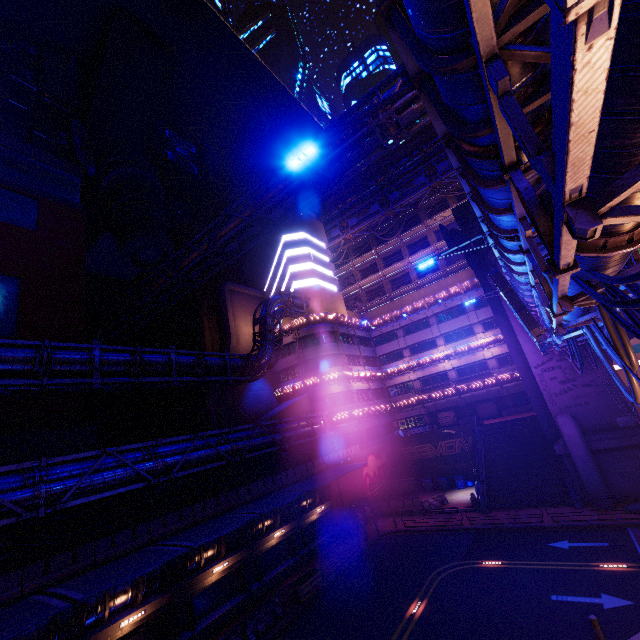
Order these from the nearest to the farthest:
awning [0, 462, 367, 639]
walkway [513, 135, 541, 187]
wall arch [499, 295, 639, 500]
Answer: walkway [513, 135, 541, 187], awning [0, 462, 367, 639], wall arch [499, 295, 639, 500]

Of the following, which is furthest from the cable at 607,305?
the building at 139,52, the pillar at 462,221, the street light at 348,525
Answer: the street light at 348,525

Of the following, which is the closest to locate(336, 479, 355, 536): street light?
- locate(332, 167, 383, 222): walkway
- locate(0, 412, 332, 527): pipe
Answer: locate(0, 412, 332, 527): pipe

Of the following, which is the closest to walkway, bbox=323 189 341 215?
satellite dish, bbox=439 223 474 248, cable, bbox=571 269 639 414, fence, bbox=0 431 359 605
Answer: satellite dish, bbox=439 223 474 248

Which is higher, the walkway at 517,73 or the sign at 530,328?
the walkway at 517,73

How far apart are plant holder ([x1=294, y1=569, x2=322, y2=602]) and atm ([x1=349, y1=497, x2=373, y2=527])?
9.37m

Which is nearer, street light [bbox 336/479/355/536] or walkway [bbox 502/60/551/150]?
walkway [bbox 502/60/551/150]

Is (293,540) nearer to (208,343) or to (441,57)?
(208,343)
